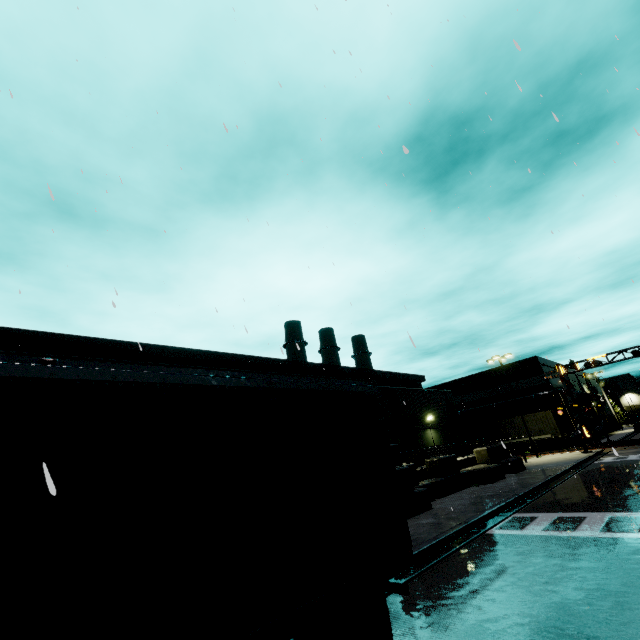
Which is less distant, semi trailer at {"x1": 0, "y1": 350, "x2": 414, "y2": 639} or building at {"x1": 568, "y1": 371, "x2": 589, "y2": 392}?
semi trailer at {"x1": 0, "y1": 350, "x2": 414, "y2": 639}

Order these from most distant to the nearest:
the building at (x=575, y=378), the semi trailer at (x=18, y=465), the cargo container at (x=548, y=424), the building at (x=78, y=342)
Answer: the building at (x=575, y=378), the cargo container at (x=548, y=424), the building at (x=78, y=342), the semi trailer at (x=18, y=465)

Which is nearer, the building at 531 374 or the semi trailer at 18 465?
the semi trailer at 18 465

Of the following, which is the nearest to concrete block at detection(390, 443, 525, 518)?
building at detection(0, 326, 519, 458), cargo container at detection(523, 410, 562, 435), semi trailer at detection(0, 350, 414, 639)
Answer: building at detection(0, 326, 519, 458)

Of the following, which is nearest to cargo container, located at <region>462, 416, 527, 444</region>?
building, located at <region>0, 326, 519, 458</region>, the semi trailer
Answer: building, located at <region>0, 326, 519, 458</region>

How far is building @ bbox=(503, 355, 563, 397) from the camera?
40.1m

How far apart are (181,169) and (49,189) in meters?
6.1 m

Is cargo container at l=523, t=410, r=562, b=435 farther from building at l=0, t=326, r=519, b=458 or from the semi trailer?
the semi trailer
